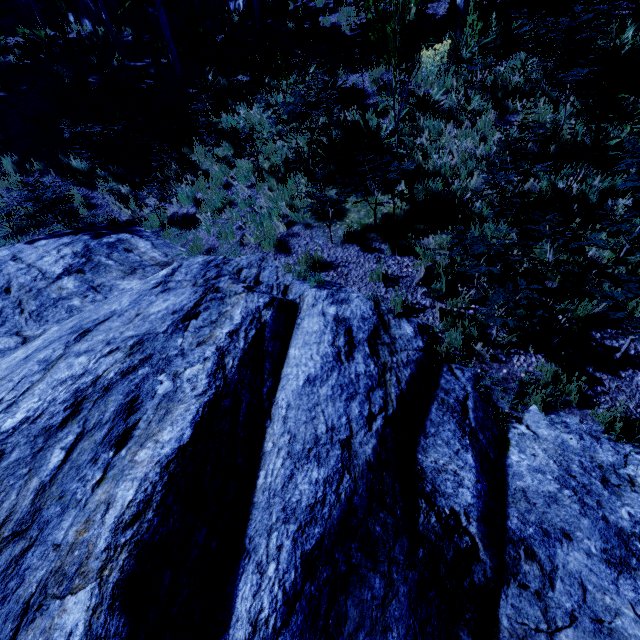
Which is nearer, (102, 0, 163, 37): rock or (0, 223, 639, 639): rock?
(0, 223, 639, 639): rock

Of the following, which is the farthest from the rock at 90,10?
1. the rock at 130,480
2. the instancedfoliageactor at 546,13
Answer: the rock at 130,480

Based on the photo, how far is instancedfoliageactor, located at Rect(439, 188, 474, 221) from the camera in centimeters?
573cm

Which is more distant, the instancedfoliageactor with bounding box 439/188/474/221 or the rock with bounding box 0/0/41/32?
the rock with bounding box 0/0/41/32

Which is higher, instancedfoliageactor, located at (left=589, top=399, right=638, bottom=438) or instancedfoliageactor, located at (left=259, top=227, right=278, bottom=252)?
instancedfoliageactor, located at (left=259, top=227, right=278, bottom=252)

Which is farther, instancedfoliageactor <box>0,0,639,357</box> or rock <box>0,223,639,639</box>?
instancedfoliageactor <box>0,0,639,357</box>

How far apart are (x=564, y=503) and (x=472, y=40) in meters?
10.9 m
